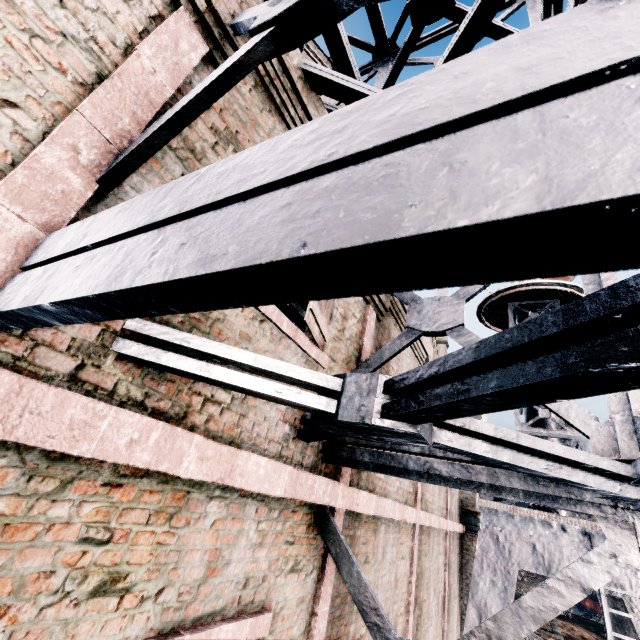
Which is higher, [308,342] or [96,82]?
[96,82]

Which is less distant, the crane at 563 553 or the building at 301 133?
the building at 301 133

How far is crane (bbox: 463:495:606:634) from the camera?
6.2m

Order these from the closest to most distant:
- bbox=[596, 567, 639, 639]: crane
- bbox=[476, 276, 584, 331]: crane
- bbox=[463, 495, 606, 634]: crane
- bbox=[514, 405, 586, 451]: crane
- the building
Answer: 1. the building
2. bbox=[596, 567, 639, 639]: crane
3. bbox=[463, 495, 606, 634]: crane
4. bbox=[514, 405, 586, 451]: crane
5. bbox=[476, 276, 584, 331]: crane

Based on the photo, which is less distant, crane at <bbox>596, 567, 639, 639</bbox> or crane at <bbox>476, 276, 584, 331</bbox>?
crane at <bbox>596, 567, 639, 639</bbox>

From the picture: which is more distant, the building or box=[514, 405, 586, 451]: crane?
box=[514, 405, 586, 451]: crane

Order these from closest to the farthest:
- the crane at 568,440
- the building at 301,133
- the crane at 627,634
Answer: the building at 301,133 → the crane at 627,634 → the crane at 568,440
